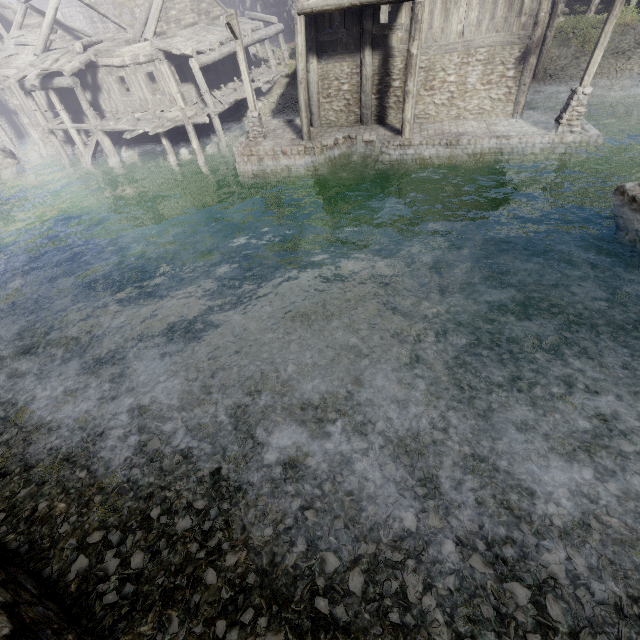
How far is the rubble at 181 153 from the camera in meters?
20.1

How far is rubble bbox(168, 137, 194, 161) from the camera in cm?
2013

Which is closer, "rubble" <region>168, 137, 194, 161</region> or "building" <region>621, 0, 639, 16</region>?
"building" <region>621, 0, 639, 16</region>

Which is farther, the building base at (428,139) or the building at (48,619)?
the building base at (428,139)

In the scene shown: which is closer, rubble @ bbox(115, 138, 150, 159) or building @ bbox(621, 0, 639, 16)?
building @ bbox(621, 0, 639, 16)

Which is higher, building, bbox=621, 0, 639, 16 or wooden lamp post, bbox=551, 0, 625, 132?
building, bbox=621, 0, 639, 16

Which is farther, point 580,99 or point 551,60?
point 551,60

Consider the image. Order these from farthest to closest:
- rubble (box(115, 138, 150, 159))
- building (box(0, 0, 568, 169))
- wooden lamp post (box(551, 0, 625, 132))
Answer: rubble (box(115, 138, 150, 159)), building (box(0, 0, 568, 169)), wooden lamp post (box(551, 0, 625, 132))
